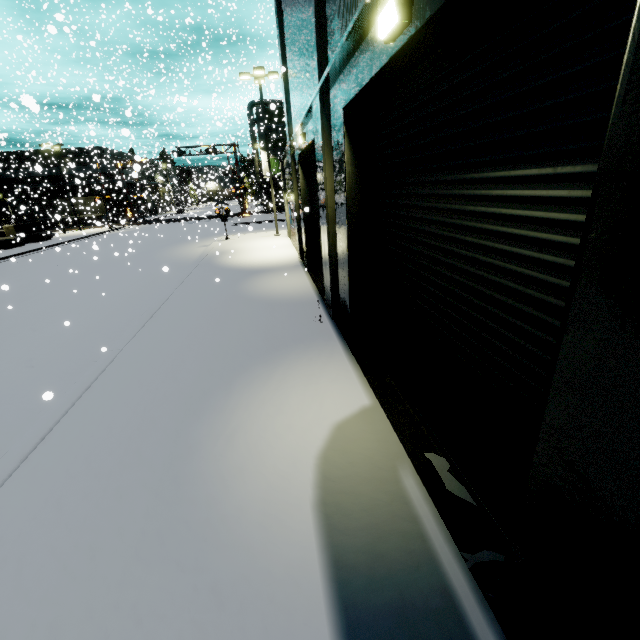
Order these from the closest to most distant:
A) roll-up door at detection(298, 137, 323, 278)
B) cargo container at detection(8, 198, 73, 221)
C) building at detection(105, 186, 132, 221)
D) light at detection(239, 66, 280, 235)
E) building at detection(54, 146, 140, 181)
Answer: roll-up door at detection(298, 137, 323, 278)
light at detection(239, 66, 280, 235)
building at detection(54, 146, 140, 181)
cargo container at detection(8, 198, 73, 221)
building at detection(105, 186, 132, 221)

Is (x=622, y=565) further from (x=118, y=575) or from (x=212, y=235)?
(x=212, y=235)

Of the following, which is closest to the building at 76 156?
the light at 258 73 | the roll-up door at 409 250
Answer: the roll-up door at 409 250

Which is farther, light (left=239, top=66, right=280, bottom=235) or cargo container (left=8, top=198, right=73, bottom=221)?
cargo container (left=8, top=198, right=73, bottom=221)

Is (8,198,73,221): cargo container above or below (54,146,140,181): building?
below

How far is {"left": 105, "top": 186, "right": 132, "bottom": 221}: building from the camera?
42.2m

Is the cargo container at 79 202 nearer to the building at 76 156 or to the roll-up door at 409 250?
the building at 76 156

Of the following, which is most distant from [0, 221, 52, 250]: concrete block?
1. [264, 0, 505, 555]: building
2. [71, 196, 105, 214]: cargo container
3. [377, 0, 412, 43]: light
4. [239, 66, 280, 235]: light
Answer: [377, 0, 412, 43]: light
